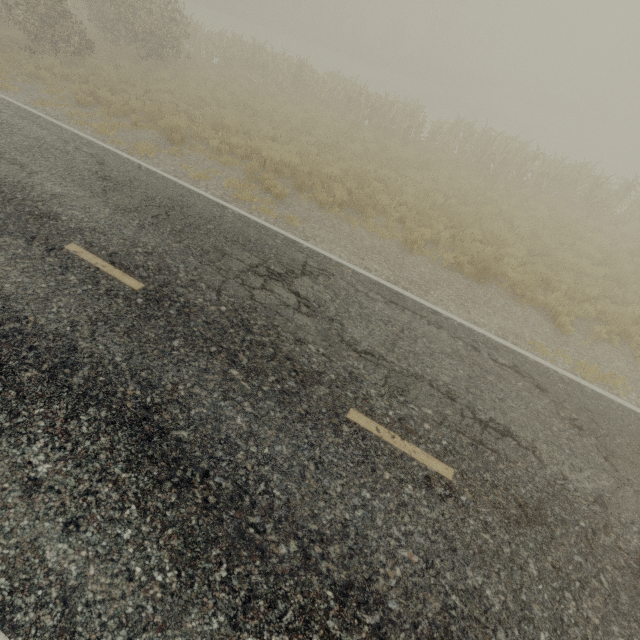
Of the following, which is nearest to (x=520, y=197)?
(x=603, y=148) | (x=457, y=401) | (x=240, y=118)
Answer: (x=240, y=118)
